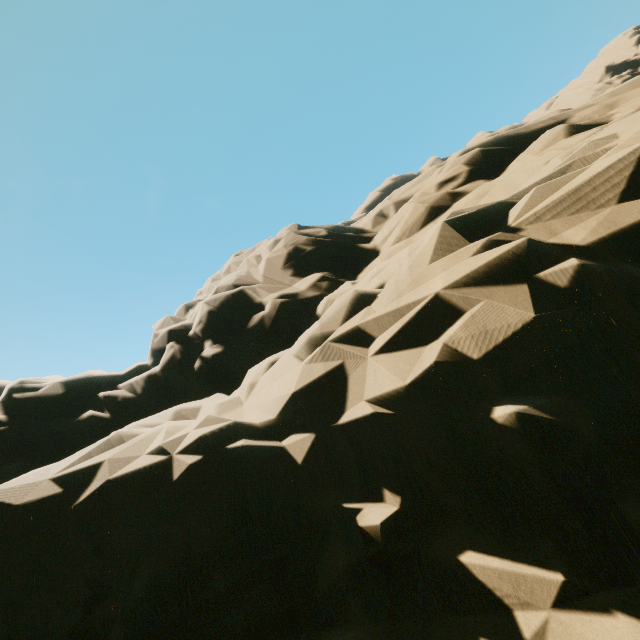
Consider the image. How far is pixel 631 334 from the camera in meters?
2.8 m
